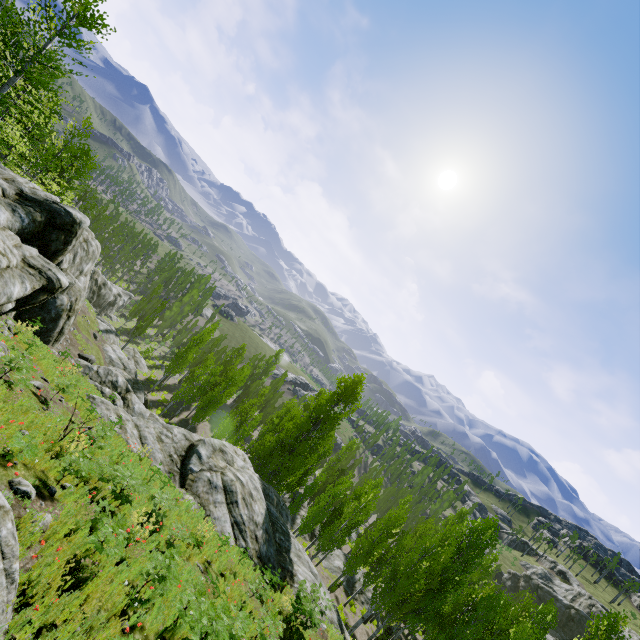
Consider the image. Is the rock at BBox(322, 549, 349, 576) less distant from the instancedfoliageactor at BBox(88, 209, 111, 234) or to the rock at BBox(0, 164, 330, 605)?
the instancedfoliageactor at BBox(88, 209, 111, 234)

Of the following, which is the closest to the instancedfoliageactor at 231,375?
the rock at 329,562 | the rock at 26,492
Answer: the rock at 329,562

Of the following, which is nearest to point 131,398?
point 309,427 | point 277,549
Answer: point 309,427

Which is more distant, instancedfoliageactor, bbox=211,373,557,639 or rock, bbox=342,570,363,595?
rock, bbox=342,570,363,595

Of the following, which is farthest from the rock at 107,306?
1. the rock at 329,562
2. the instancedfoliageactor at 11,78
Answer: the rock at 329,562

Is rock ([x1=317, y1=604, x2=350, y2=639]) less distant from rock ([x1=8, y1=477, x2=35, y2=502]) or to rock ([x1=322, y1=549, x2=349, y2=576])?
rock ([x1=8, y1=477, x2=35, y2=502])
